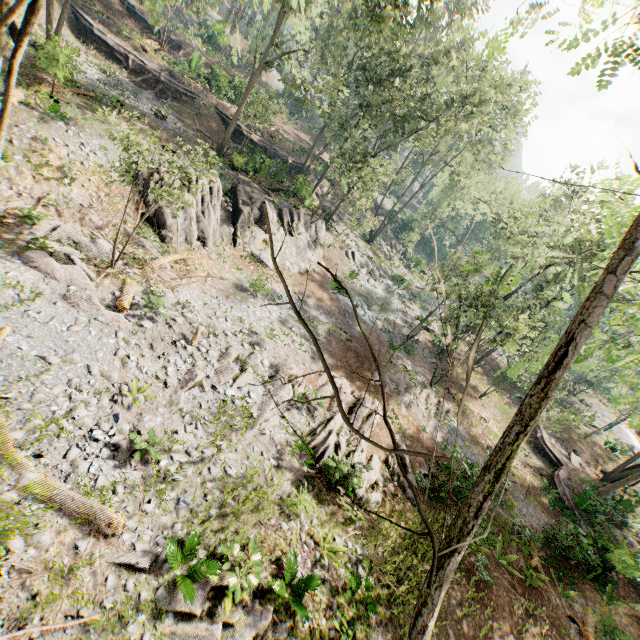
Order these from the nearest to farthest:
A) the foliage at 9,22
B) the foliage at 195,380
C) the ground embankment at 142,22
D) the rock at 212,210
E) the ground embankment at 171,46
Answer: the foliage at 9,22, the foliage at 195,380, the rock at 212,210, the ground embankment at 171,46, the ground embankment at 142,22

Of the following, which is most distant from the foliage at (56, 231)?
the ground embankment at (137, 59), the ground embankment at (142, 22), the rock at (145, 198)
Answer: the ground embankment at (137, 59)

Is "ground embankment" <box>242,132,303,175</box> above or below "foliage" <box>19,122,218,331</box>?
above

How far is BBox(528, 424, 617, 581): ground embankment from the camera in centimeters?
1767cm

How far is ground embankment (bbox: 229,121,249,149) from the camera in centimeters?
3438cm

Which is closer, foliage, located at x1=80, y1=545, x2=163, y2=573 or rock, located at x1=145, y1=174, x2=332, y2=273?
foliage, located at x1=80, y1=545, x2=163, y2=573

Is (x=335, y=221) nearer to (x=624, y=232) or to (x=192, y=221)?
(x=192, y=221)

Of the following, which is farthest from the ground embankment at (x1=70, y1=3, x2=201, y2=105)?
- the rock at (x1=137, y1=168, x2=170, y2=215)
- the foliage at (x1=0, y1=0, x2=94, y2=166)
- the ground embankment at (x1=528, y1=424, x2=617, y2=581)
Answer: the ground embankment at (x1=528, y1=424, x2=617, y2=581)
